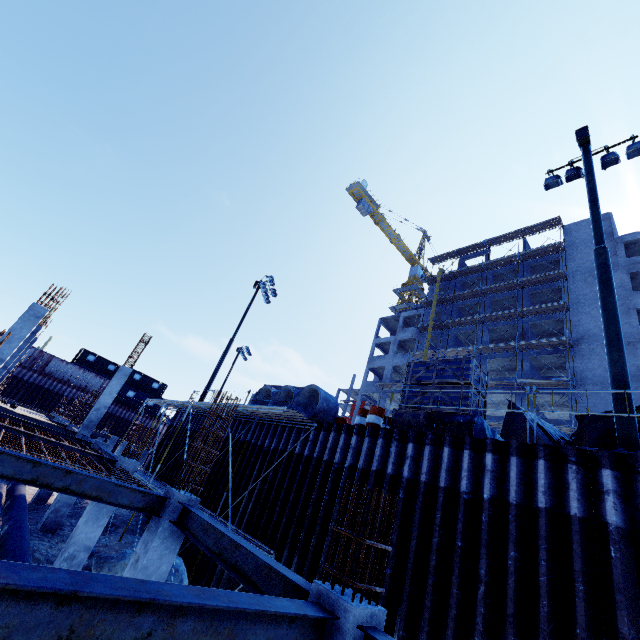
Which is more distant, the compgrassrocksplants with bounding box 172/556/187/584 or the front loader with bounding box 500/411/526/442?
the front loader with bounding box 500/411/526/442

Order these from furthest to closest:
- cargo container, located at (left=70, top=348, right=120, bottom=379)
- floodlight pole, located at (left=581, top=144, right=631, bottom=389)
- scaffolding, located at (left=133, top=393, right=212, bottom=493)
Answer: cargo container, located at (left=70, top=348, right=120, bottom=379) → scaffolding, located at (left=133, top=393, right=212, bottom=493) → floodlight pole, located at (left=581, top=144, right=631, bottom=389)

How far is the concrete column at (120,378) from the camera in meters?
17.8 m

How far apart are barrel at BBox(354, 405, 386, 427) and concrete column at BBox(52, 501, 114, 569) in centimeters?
760cm

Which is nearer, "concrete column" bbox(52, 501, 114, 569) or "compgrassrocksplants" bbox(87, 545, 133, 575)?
"concrete column" bbox(52, 501, 114, 569)

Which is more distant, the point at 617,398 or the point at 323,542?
the point at 323,542

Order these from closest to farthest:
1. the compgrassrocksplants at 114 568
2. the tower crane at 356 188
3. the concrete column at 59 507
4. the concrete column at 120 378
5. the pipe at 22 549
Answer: the pipe at 22 549, the compgrassrocksplants at 114 568, the concrete column at 59 507, the concrete column at 120 378, the tower crane at 356 188

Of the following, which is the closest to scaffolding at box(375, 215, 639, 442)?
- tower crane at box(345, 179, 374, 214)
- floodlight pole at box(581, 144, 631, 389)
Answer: tower crane at box(345, 179, 374, 214)
